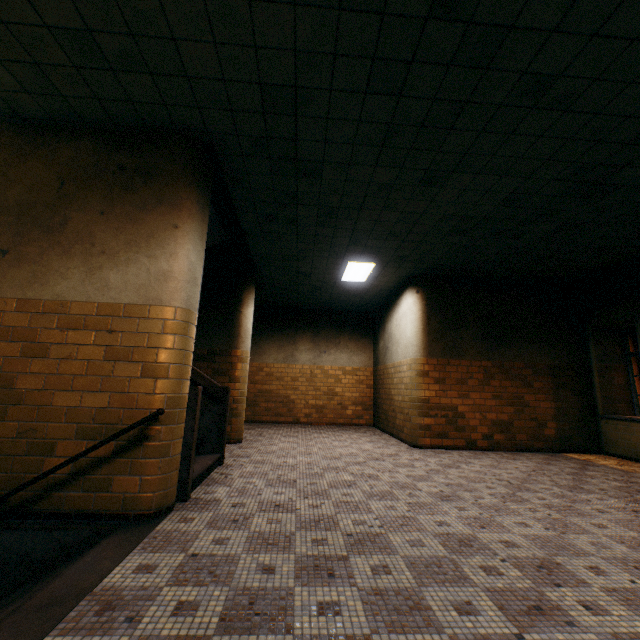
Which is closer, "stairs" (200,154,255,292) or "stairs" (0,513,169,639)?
"stairs" (0,513,169,639)

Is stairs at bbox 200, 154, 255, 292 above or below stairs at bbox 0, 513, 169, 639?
above

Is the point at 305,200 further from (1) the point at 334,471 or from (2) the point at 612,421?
(2) the point at 612,421

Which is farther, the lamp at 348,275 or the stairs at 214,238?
the lamp at 348,275

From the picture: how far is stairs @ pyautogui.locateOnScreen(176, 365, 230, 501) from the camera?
3.4 meters

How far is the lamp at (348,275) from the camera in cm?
721

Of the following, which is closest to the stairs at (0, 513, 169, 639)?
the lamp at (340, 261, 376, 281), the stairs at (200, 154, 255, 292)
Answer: the stairs at (200, 154, 255, 292)

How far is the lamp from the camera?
7.21m
